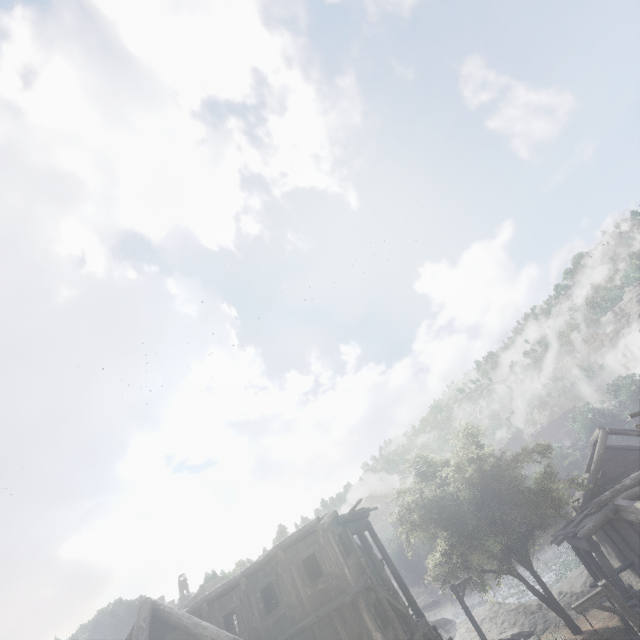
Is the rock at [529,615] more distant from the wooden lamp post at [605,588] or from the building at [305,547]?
the wooden lamp post at [605,588]

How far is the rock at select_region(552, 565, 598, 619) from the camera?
23.7 meters

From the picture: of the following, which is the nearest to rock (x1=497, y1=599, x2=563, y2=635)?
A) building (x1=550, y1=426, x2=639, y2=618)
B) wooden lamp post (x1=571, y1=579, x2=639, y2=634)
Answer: building (x1=550, y1=426, x2=639, y2=618)

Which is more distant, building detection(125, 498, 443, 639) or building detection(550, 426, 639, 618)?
building detection(550, 426, 639, 618)

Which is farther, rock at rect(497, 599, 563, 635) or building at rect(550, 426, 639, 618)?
rock at rect(497, 599, 563, 635)

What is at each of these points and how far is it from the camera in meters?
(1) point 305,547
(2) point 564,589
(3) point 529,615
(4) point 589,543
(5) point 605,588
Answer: (1) building, 14.3 m
(2) rock, 26.2 m
(3) rock, 24.8 m
(4) building, 16.3 m
(5) wooden lamp post, 11.1 m
